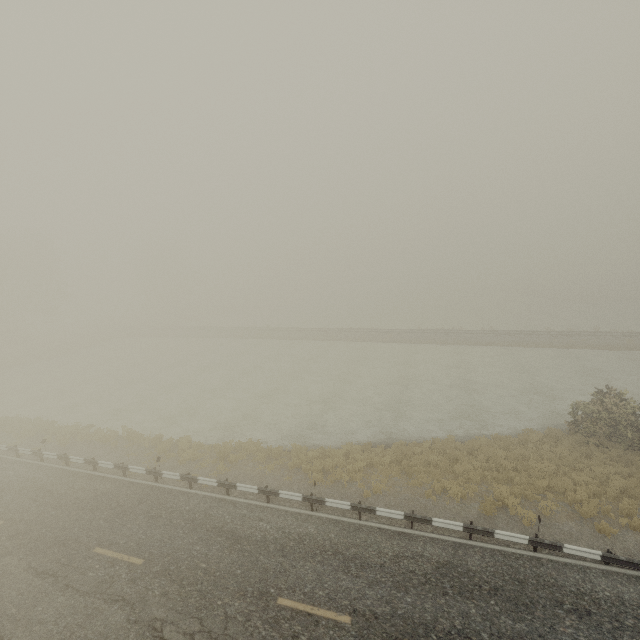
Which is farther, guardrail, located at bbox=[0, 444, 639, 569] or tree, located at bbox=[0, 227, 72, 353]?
tree, located at bbox=[0, 227, 72, 353]

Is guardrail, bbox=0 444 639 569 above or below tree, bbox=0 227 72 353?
below

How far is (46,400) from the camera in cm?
2891

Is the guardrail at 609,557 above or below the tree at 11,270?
below

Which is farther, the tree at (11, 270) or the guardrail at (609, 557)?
the tree at (11, 270)
